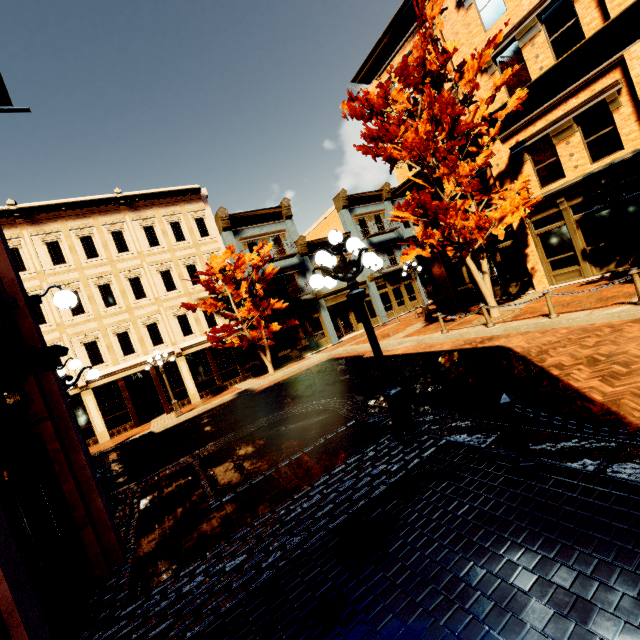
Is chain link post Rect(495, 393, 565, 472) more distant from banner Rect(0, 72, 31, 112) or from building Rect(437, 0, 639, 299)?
banner Rect(0, 72, 31, 112)

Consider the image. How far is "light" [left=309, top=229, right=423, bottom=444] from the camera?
4.96m

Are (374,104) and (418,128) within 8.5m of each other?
yes

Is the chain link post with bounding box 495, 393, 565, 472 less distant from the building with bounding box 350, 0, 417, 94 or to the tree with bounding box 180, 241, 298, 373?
the building with bounding box 350, 0, 417, 94

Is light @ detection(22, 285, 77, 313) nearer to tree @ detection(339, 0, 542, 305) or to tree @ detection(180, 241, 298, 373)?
tree @ detection(339, 0, 542, 305)

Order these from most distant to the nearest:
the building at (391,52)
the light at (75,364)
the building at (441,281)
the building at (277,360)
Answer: the building at (277,360) → the building at (441,281) → the building at (391,52) → the light at (75,364)

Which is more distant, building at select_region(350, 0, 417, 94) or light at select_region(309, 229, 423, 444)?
building at select_region(350, 0, 417, 94)

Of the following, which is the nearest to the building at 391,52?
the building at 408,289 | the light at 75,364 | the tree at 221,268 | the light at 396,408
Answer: the light at 75,364
